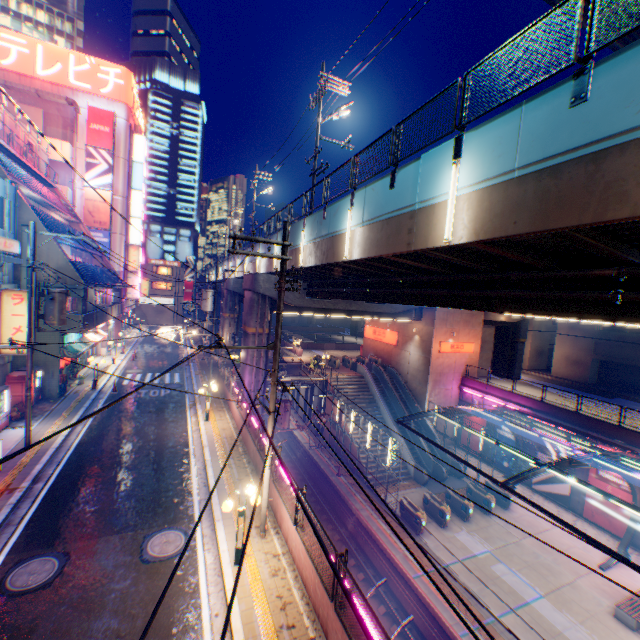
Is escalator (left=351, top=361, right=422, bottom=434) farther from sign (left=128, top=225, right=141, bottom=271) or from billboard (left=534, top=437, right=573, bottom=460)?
sign (left=128, top=225, right=141, bottom=271)

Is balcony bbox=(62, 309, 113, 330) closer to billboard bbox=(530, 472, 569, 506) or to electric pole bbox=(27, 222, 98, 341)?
electric pole bbox=(27, 222, 98, 341)

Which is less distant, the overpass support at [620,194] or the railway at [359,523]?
the overpass support at [620,194]

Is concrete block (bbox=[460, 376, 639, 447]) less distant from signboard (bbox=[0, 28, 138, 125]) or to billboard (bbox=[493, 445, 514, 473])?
billboard (bbox=[493, 445, 514, 473])

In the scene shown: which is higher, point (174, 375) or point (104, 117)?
point (104, 117)

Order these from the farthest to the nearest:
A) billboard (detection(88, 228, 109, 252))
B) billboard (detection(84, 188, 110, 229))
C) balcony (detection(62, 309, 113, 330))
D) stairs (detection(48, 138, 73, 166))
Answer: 1. billboard (detection(88, 228, 109, 252))
2. billboard (detection(84, 188, 110, 229))
3. stairs (detection(48, 138, 73, 166))
4. balcony (detection(62, 309, 113, 330))

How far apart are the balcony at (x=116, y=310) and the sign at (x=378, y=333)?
27.5 meters

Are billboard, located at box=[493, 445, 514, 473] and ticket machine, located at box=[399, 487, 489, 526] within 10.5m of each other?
yes
